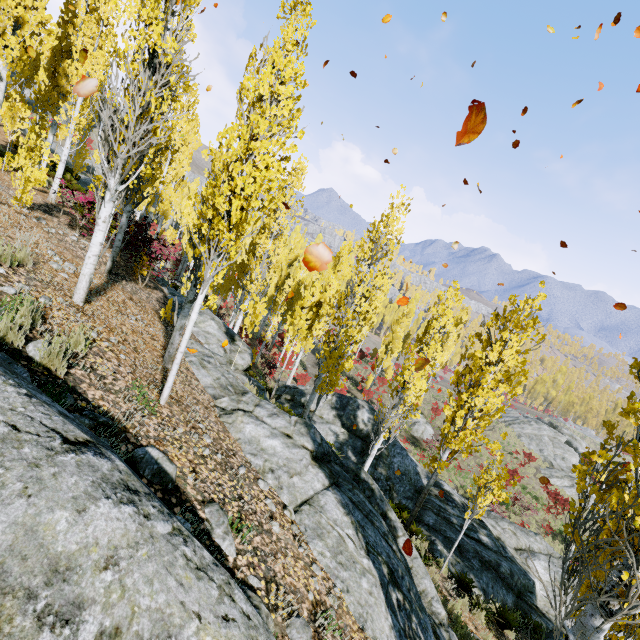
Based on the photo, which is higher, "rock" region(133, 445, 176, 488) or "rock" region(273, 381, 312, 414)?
"rock" region(133, 445, 176, 488)

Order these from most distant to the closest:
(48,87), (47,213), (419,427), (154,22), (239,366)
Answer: (419,427) < (48,87) < (239,366) < (47,213) < (154,22)

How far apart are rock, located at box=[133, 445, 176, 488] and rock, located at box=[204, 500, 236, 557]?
0.40m

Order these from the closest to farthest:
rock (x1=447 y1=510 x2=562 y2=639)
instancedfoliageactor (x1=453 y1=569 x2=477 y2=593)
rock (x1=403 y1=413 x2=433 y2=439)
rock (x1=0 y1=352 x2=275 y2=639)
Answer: rock (x1=0 y1=352 x2=275 y2=639) < instancedfoliageactor (x1=453 y1=569 x2=477 y2=593) < rock (x1=447 y1=510 x2=562 y2=639) < rock (x1=403 y1=413 x2=433 y2=439)

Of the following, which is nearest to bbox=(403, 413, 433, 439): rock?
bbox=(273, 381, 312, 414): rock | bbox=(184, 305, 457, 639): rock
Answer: bbox=(273, 381, 312, 414): rock

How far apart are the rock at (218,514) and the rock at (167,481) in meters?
0.4

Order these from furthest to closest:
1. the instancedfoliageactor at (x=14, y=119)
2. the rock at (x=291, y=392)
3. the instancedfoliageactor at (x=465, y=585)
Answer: the rock at (x=291, y=392), the instancedfoliageactor at (x=465, y=585), the instancedfoliageactor at (x=14, y=119)

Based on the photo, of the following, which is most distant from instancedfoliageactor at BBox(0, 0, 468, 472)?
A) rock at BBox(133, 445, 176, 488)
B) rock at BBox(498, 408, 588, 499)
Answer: rock at BBox(498, 408, 588, 499)
